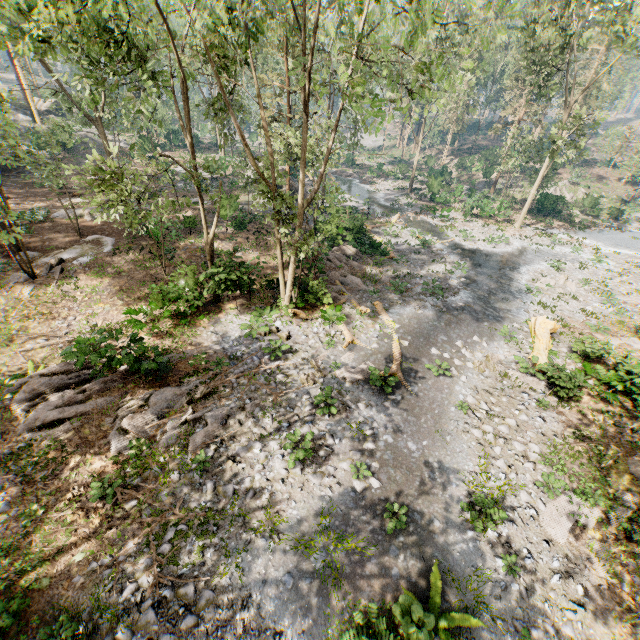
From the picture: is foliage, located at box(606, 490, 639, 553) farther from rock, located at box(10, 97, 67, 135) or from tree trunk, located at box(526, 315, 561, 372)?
tree trunk, located at box(526, 315, 561, 372)

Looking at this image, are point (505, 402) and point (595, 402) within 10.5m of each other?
yes

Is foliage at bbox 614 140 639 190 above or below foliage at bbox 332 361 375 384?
above

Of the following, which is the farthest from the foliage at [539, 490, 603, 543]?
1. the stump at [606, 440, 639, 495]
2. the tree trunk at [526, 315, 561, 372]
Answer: the stump at [606, 440, 639, 495]

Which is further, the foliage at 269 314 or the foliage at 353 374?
the foliage at 269 314

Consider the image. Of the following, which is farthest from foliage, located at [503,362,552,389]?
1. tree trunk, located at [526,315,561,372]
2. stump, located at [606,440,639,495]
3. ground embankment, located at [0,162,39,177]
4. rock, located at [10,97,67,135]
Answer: stump, located at [606,440,639,495]

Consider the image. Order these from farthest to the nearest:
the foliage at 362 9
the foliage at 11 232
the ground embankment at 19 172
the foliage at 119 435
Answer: the ground embankment at 19 172, the foliage at 11 232, the foliage at 119 435, the foliage at 362 9

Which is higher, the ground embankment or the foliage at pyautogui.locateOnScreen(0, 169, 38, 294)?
the foliage at pyautogui.locateOnScreen(0, 169, 38, 294)
